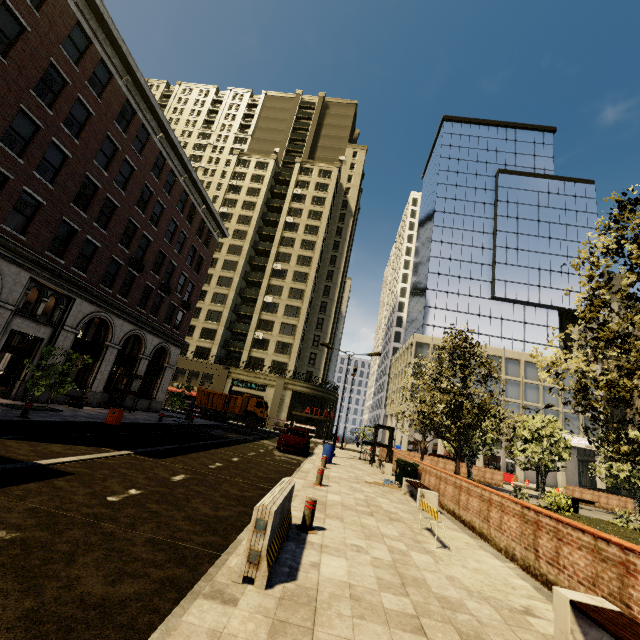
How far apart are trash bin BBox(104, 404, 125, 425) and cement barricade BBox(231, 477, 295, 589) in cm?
1254

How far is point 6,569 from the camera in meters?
3.3

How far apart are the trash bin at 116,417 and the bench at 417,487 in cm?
1331

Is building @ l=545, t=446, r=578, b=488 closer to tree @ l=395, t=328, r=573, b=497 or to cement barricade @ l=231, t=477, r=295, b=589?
tree @ l=395, t=328, r=573, b=497

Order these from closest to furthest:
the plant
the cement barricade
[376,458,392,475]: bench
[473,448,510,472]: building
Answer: the cement barricade < the plant < [376,458,392,475]: bench < [473,448,510,472]: building

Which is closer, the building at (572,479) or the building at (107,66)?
the building at (107,66)

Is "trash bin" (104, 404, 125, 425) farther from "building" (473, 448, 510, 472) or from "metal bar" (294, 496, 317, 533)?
"metal bar" (294, 496, 317, 533)

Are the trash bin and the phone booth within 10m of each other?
yes
